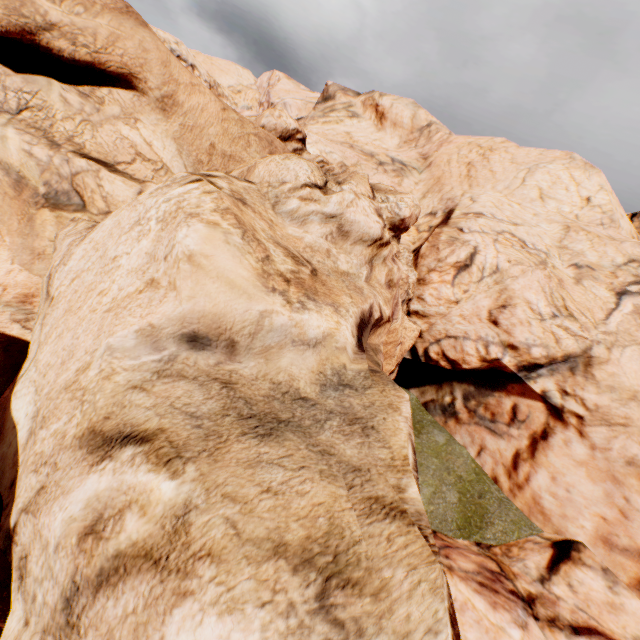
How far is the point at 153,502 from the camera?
2.4 meters
